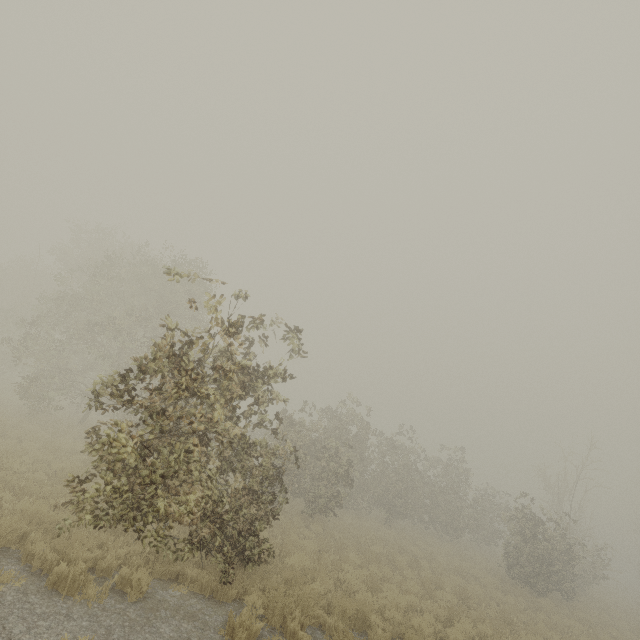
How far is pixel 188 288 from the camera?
20.1 meters
